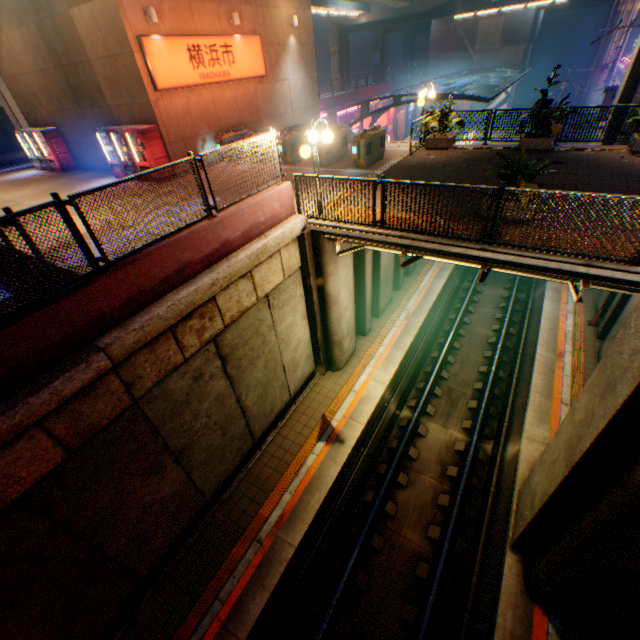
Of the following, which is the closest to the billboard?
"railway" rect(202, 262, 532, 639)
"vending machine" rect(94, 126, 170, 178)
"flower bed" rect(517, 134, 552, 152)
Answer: "railway" rect(202, 262, 532, 639)

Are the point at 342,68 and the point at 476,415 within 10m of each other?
no

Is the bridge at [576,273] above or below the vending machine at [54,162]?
below

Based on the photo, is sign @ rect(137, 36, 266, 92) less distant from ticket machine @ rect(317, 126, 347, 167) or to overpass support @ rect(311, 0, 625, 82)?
overpass support @ rect(311, 0, 625, 82)

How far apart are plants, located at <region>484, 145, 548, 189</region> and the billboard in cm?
4880

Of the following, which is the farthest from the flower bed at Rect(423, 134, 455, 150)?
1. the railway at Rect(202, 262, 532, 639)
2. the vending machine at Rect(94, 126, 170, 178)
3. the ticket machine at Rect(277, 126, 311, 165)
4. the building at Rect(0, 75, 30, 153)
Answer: the building at Rect(0, 75, 30, 153)

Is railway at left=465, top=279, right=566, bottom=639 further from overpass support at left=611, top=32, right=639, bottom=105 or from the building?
the building

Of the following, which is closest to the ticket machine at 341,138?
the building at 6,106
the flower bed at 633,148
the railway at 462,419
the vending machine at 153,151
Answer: the vending machine at 153,151
